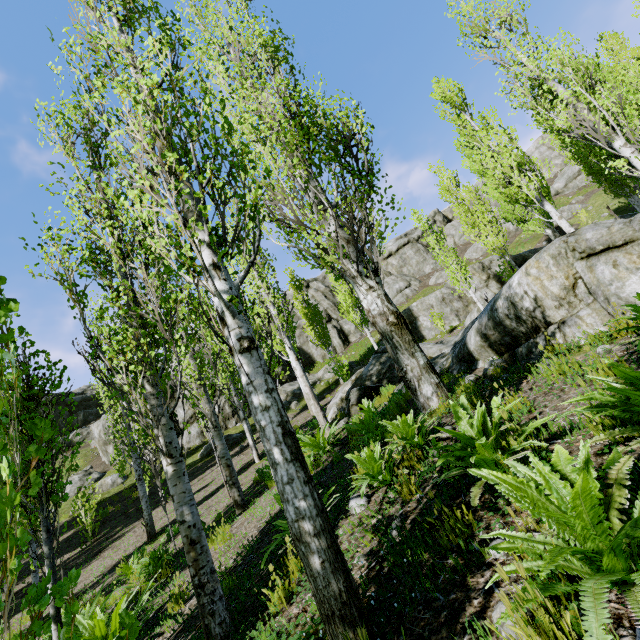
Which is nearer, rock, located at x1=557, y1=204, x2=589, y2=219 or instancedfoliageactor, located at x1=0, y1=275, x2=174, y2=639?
instancedfoliageactor, located at x1=0, y1=275, x2=174, y2=639

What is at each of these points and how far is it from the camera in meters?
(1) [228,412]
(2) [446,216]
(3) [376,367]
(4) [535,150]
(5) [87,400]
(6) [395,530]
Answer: (1) rock, 23.7 m
(2) rock, 47.9 m
(3) rock, 13.9 m
(4) rock, 45.8 m
(5) rock, 36.2 m
(6) rock, 2.5 m

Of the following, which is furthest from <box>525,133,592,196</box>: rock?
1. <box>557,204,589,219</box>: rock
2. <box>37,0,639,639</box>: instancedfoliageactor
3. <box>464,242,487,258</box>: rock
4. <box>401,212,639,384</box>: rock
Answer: <box>401,212,639,384</box>: rock

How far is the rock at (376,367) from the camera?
11.23m

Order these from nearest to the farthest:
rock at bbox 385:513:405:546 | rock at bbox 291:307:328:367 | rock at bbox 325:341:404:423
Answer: rock at bbox 385:513:405:546, rock at bbox 325:341:404:423, rock at bbox 291:307:328:367

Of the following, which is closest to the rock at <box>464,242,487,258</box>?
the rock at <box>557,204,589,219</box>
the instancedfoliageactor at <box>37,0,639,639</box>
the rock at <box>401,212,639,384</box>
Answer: the rock at <box>557,204,589,219</box>

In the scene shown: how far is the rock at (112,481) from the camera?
19.1m

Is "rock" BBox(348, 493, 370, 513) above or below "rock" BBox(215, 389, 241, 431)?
below
